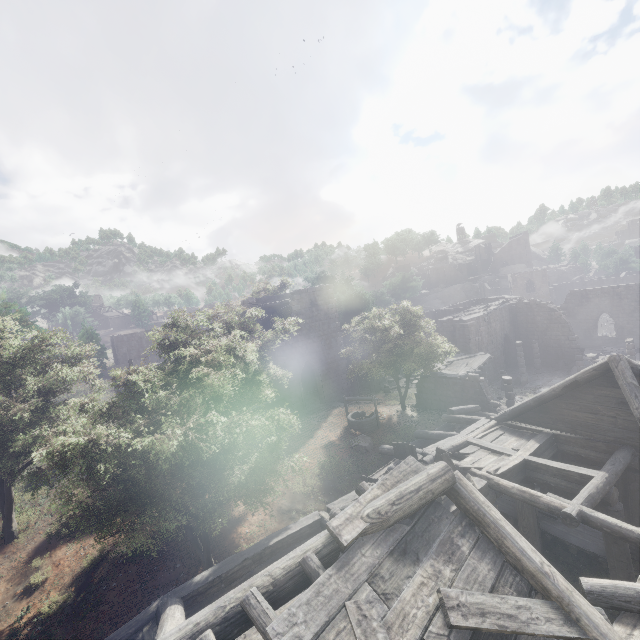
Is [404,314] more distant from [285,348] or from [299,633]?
[299,633]

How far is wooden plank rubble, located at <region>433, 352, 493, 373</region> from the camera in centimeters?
2423cm

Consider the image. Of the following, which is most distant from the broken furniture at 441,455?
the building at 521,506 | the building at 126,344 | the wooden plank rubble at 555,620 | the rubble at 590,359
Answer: the rubble at 590,359

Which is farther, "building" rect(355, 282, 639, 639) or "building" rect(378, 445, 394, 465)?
"building" rect(378, 445, 394, 465)

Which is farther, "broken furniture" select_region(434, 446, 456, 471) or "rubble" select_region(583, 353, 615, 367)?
"rubble" select_region(583, 353, 615, 367)

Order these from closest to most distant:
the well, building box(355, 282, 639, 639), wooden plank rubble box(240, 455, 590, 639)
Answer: wooden plank rubble box(240, 455, 590, 639) → building box(355, 282, 639, 639) → the well

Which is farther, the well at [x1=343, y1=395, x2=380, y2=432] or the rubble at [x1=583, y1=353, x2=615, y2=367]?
the rubble at [x1=583, y1=353, x2=615, y2=367]

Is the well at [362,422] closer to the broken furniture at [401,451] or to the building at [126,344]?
the broken furniture at [401,451]
